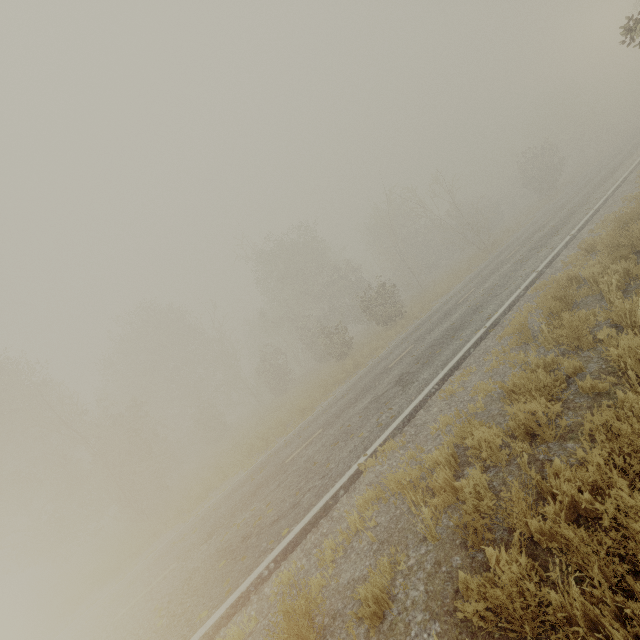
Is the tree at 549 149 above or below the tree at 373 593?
above

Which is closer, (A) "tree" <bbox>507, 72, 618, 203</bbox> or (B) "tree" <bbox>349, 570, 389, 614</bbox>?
(B) "tree" <bbox>349, 570, 389, 614</bbox>

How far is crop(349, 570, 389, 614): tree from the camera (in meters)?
3.39

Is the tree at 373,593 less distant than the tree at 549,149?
Yes

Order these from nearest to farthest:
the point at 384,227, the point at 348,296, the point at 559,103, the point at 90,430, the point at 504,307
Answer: the point at 504,307, the point at 90,430, the point at 384,227, the point at 348,296, the point at 559,103

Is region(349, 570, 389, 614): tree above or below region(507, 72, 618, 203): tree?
below
